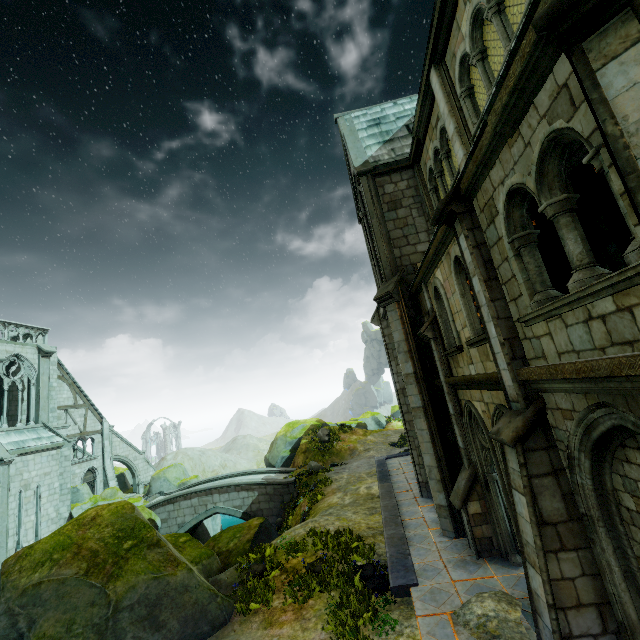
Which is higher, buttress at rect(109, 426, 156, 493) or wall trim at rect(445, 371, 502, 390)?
wall trim at rect(445, 371, 502, 390)

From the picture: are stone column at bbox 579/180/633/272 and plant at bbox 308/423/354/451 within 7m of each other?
no

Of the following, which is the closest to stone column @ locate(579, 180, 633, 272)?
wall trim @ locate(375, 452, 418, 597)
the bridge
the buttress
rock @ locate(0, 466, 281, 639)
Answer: wall trim @ locate(375, 452, 418, 597)

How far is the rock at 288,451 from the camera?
29.0 meters

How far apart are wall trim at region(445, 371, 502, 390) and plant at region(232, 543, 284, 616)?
8.2m

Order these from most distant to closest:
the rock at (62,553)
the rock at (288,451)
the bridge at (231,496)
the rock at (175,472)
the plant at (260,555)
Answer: the rock at (288,451) < the rock at (175,472) < the bridge at (231,496) < the plant at (260,555) < the rock at (62,553)

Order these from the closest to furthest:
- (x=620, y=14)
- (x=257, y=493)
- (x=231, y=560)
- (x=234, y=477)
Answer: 1. (x=620, y=14)
2. (x=231, y=560)
3. (x=257, y=493)
4. (x=234, y=477)

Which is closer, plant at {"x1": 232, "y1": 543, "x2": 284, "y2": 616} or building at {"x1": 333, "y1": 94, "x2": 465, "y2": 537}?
plant at {"x1": 232, "y1": 543, "x2": 284, "y2": 616}
